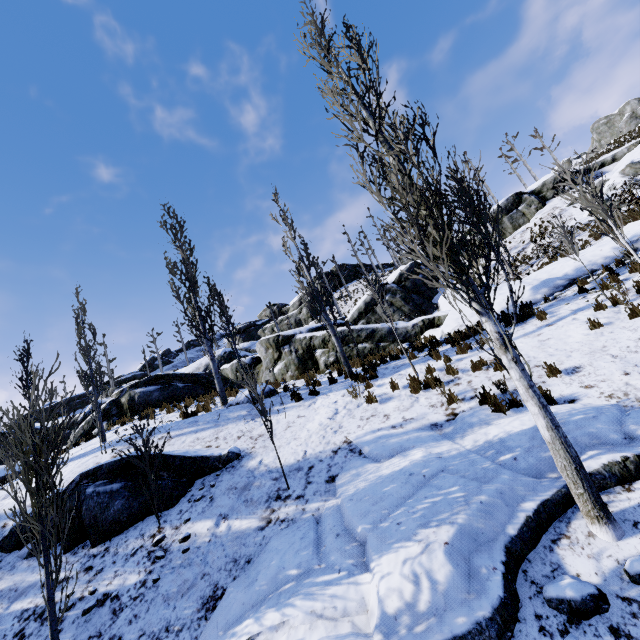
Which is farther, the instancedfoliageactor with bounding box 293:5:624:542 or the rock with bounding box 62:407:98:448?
the rock with bounding box 62:407:98:448

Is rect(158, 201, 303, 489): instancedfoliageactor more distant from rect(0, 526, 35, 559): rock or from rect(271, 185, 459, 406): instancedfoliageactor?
rect(271, 185, 459, 406): instancedfoliageactor

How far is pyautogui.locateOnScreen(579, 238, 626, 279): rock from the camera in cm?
1179

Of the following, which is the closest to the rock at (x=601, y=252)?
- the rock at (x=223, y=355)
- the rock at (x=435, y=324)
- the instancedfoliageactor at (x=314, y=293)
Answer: the rock at (x=223, y=355)

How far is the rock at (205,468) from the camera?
7.1m

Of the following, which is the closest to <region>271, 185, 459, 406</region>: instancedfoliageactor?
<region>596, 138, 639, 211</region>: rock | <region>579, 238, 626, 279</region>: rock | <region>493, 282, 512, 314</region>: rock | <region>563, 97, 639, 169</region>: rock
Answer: <region>596, 138, 639, 211</region>: rock

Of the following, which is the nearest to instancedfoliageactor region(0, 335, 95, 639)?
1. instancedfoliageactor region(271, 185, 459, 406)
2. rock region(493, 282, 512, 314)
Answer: instancedfoliageactor region(271, 185, 459, 406)

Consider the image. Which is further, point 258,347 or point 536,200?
point 536,200
